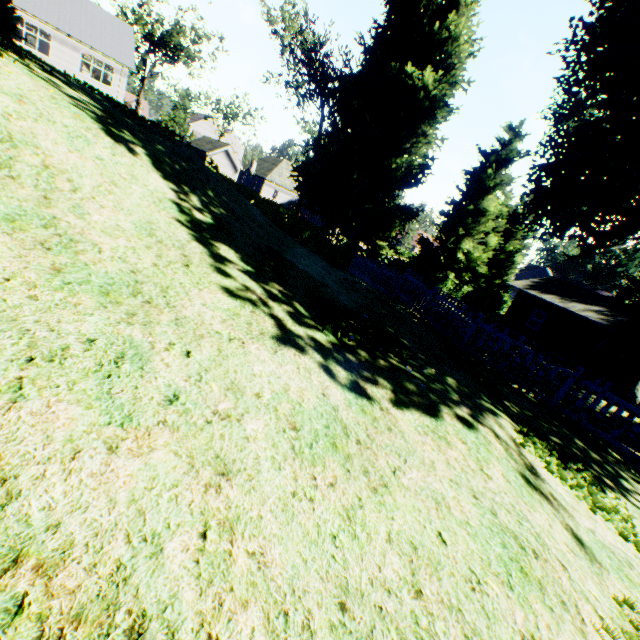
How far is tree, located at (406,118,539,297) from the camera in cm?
2881

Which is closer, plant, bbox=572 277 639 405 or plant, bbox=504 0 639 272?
plant, bbox=504 0 639 272

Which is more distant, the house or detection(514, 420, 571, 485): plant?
the house

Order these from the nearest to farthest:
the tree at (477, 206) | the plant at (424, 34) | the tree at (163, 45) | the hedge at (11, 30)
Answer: the hedge at (11, 30), the plant at (424, 34), the tree at (477, 206), the tree at (163, 45)

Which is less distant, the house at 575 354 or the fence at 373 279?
the fence at 373 279

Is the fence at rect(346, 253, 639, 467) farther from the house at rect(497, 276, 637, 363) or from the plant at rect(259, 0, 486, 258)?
the house at rect(497, 276, 637, 363)

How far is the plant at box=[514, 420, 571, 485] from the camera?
3.9 meters

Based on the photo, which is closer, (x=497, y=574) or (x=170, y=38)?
(x=497, y=574)
